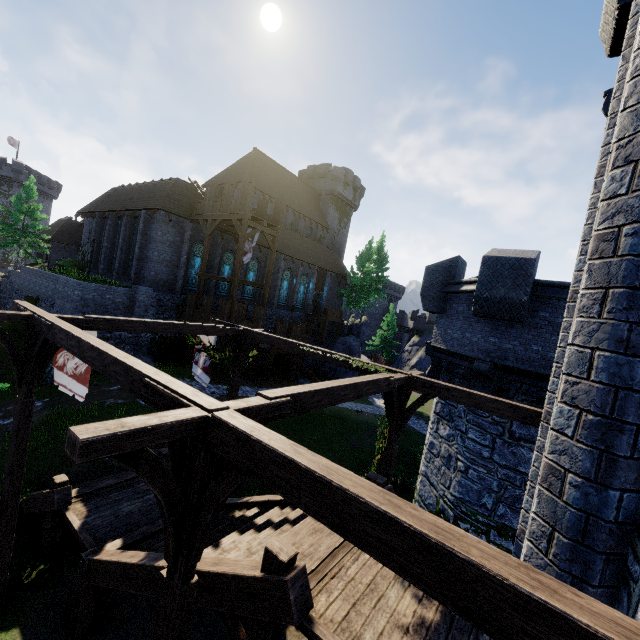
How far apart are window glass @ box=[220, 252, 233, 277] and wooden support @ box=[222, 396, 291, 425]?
25.51m

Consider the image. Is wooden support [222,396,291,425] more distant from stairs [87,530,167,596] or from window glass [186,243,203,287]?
window glass [186,243,203,287]

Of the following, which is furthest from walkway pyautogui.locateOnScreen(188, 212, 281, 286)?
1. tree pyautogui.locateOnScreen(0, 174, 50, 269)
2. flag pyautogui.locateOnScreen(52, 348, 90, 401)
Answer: tree pyautogui.locateOnScreen(0, 174, 50, 269)

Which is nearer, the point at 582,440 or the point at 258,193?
the point at 582,440

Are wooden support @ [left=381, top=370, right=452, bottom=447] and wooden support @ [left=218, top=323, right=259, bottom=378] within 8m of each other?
yes

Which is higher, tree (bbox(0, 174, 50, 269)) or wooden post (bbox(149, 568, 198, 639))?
tree (bbox(0, 174, 50, 269))

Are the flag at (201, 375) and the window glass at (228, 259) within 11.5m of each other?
no

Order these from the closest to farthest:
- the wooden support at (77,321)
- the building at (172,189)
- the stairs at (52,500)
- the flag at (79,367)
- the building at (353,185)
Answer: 1. the wooden support at (77,321)
2. the flag at (79,367)
3. the stairs at (52,500)
4. the building at (172,189)
5. the building at (353,185)
